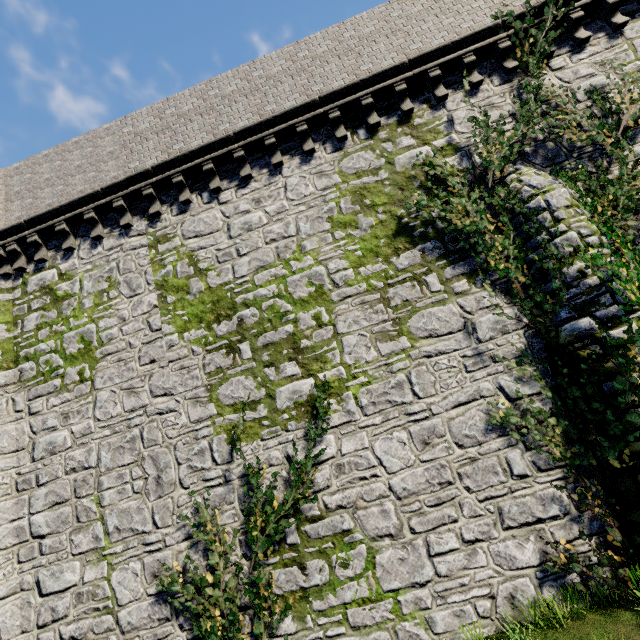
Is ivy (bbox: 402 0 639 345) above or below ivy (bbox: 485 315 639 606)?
above

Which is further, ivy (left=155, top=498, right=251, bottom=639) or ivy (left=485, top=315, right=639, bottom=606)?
Result: ivy (left=155, top=498, right=251, bottom=639)

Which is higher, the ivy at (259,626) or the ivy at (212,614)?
the ivy at (259,626)

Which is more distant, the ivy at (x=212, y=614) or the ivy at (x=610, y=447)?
the ivy at (x=212, y=614)

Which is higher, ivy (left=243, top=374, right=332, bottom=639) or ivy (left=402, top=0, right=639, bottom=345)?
ivy (left=402, top=0, right=639, bottom=345)

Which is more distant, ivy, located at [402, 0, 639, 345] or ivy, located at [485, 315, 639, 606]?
ivy, located at [402, 0, 639, 345]

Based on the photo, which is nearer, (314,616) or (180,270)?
(314,616)
